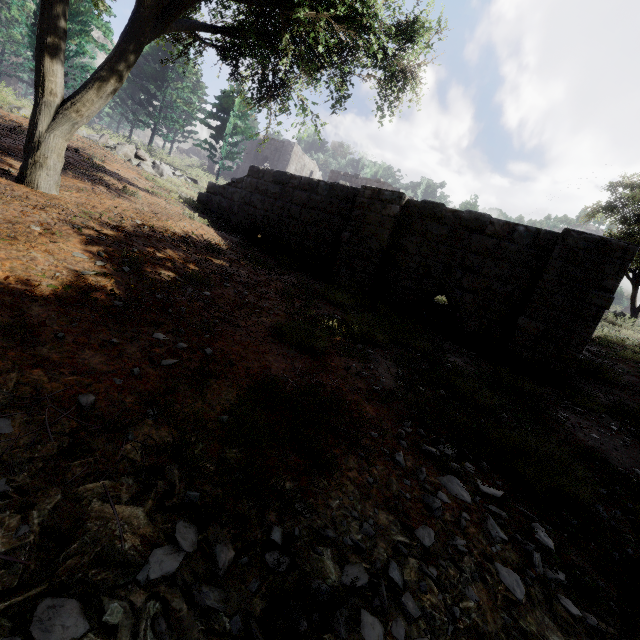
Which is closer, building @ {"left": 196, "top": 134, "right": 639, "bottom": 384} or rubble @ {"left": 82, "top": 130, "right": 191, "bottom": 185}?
building @ {"left": 196, "top": 134, "right": 639, "bottom": 384}

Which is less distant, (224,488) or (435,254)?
(224,488)

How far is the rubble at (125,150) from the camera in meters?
14.1 m

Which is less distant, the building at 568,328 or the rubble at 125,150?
the building at 568,328

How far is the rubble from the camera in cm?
1409
